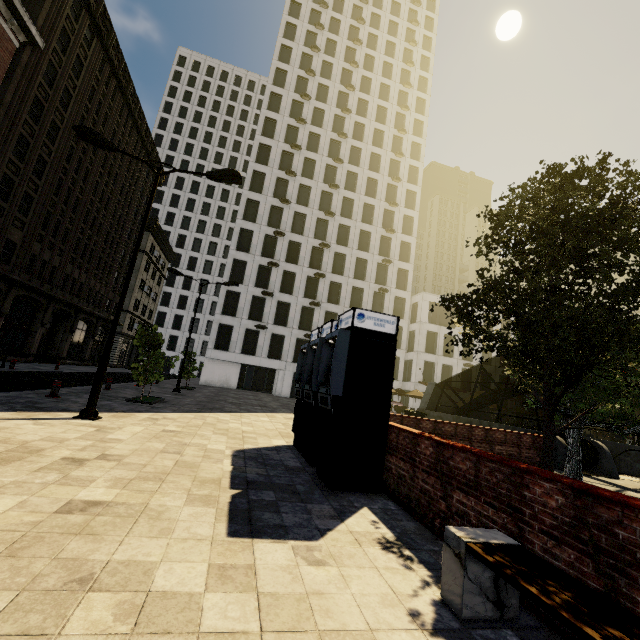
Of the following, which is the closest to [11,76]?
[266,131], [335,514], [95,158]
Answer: [95,158]

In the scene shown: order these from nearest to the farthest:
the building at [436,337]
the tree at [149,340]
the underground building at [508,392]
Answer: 1. the tree at [149,340]
2. the underground building at [508,392]
3. the building at [436,337]

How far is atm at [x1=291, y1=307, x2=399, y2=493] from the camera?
5.78m

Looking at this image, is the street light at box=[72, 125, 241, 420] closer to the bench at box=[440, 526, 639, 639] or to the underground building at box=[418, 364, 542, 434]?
the bench at box=[440, 526, 639, 639]

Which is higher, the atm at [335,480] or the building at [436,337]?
the building at [436,337]

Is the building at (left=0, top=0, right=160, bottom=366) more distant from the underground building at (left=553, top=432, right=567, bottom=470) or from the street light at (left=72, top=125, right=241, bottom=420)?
the underground building at (left=553, top=432, right=567, bottom=470)

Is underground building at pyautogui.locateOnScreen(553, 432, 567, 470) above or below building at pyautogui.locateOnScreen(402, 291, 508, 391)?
below

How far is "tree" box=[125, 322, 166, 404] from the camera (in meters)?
12.97
